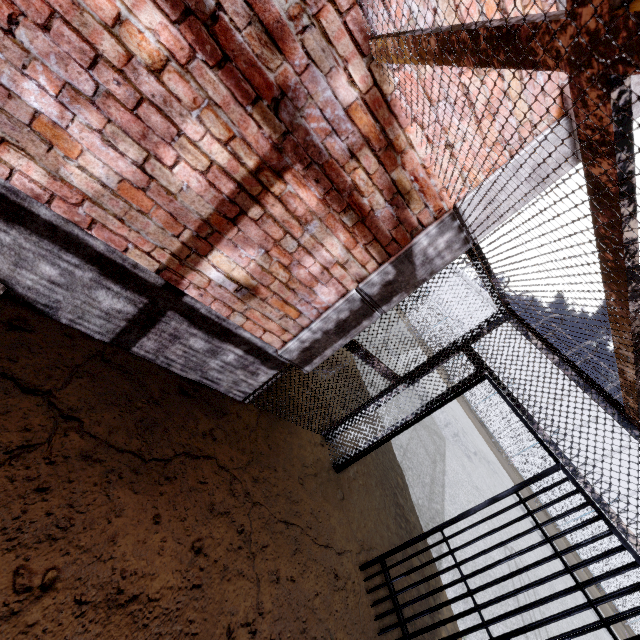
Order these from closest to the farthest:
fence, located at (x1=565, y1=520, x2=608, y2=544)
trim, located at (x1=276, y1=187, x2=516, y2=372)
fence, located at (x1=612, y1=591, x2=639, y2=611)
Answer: trim, located at (x1=276, y1=187, x2=516, y2=372) < fence, located at (x1=612, y1=591, x2=639, y2=611) < fence, located at (x1=565, y1=520, x2=608, y2=544)

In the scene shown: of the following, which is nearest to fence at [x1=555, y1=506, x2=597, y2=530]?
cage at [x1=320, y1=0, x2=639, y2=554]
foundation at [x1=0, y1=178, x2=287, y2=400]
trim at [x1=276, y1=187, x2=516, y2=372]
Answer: cage at [x1=320, y1=0, x2=639, y2=554]

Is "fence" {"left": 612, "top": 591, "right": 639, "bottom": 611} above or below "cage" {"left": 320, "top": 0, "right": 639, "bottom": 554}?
below

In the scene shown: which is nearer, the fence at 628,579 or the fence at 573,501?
the fence at 628,579

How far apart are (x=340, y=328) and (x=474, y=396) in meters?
24.4

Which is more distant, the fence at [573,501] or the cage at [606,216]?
the fence at [573,501]

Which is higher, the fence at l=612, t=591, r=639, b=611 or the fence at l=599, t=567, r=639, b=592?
the fence at l=599, t=567, r=639, b=592

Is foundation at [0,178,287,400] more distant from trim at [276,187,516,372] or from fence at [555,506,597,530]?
fence at [555,506,597,530]
